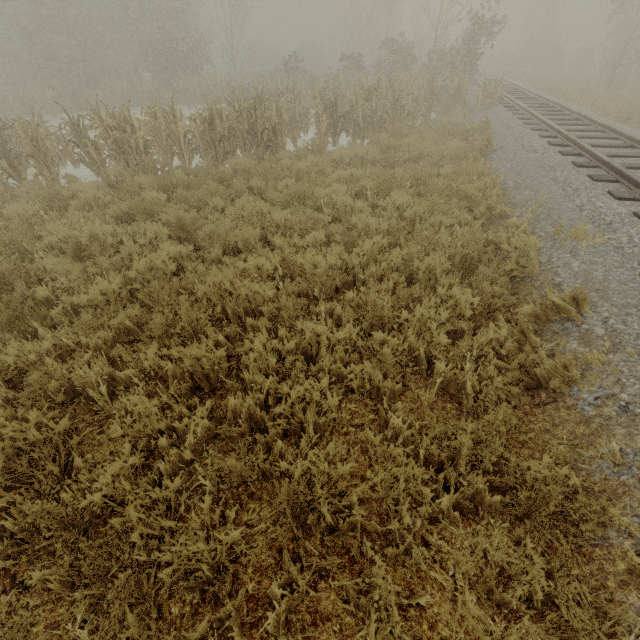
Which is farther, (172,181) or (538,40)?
(538,40)
